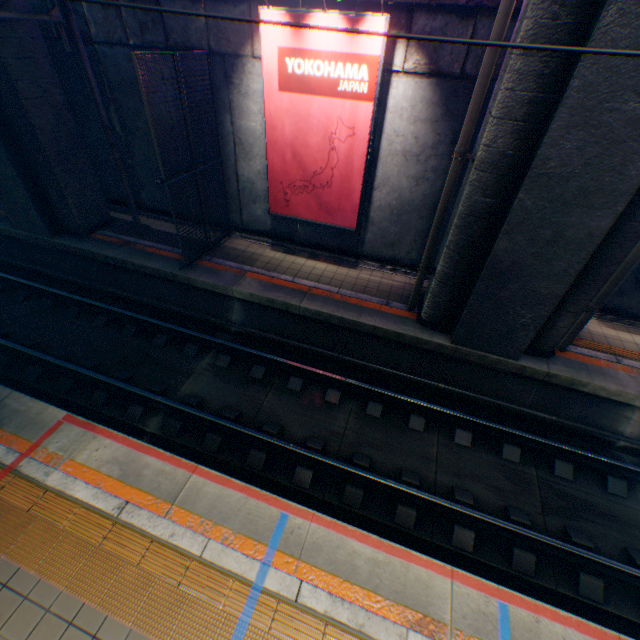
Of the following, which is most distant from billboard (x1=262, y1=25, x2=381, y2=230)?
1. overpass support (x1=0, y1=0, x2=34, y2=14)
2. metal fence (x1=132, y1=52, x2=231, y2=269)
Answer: overpass support (x1=0, y1=0, x2=34, y2=14)

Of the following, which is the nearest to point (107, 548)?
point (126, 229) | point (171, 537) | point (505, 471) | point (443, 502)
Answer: point (171, 537)

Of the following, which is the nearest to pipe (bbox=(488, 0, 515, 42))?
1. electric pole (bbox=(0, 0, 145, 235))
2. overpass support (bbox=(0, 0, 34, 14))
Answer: overpass support (bbox=(0, 0, 34, 14))

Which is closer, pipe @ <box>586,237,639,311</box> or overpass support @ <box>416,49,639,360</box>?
overpass support @ <box>416,49,639,360</box>

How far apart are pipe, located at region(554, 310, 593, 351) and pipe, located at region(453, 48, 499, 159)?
3.37m

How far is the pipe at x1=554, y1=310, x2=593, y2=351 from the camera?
7.0m

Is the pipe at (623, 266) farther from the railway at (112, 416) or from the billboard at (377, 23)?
the billboard at (377, 23)

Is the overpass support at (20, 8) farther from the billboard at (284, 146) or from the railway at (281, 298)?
the billboard at (284, 146)
